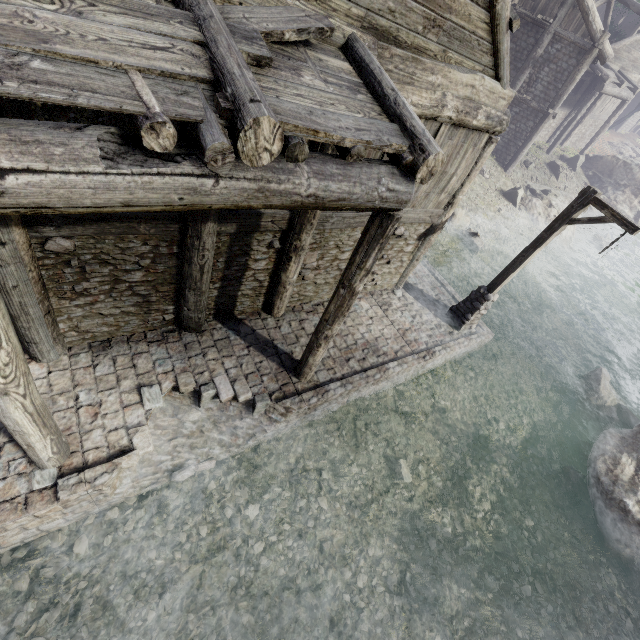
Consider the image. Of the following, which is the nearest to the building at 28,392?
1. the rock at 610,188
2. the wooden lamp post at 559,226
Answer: the rock at 610,188

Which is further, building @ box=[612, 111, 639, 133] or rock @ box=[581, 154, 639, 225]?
building @ box=[612, 111, 639, 133]

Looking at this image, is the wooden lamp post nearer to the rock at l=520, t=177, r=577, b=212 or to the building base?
the building base

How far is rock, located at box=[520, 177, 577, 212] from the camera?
19.80m

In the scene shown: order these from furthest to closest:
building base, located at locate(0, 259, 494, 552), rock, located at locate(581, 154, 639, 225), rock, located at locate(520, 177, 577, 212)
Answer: rock, located at locate(581, 154, 639, 225), rock, located at locate(520, 177, 577, 212), building base, located at locate(0, 259, 494, 552)

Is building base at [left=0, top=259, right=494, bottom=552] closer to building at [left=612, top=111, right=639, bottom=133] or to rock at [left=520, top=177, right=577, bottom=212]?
building at [left=612, top=111, right=639, bottom=133]

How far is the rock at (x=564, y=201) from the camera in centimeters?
1980cm

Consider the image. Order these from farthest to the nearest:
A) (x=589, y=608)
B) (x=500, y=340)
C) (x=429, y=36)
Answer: (x=500, y=340) < (x=589, y=608) < (x=429, y=36)
